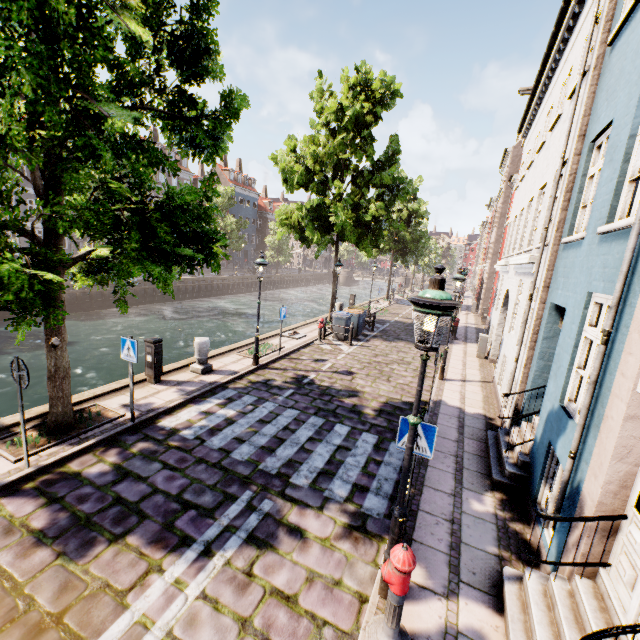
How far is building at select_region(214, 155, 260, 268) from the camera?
53.3 meters

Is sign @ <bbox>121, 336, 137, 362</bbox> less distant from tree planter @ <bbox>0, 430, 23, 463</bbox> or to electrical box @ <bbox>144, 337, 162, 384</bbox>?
tree planter @ <bbox>0, 430, 23, 463</bbox>

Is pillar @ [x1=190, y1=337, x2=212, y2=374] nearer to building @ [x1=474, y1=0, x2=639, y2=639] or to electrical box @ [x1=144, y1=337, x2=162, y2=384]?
electrical box @ [x1=144, y1=337, x2=162, y2=384]

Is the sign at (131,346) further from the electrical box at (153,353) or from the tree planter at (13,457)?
the electrical box at (153,353)

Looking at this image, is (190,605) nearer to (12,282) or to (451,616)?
A: (451,616)

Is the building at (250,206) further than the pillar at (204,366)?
Yes

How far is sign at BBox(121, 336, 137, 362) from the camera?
6.6 meters

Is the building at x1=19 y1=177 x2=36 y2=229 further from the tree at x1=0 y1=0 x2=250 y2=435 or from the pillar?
the pillar
